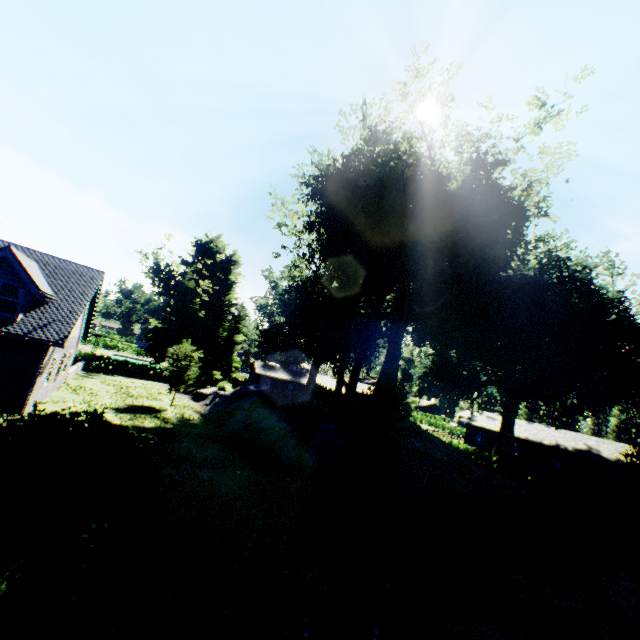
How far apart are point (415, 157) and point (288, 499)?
20.06m

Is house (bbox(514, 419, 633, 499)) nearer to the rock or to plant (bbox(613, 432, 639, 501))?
plant (bbox(613, 432, 639, 501))

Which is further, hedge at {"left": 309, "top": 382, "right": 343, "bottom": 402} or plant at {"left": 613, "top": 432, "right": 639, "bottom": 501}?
hedge at {"left": 309, "top": 382, "right": 343, "bottom": 402}

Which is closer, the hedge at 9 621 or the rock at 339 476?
the hedge at 9 621

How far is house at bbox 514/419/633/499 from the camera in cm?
3503

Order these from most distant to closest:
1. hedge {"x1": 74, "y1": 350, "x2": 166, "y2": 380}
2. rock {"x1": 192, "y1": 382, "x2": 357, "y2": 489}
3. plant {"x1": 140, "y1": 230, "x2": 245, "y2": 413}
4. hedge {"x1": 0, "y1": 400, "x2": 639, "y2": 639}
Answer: hedge {"x1": 74, "y1": 350, "x2": 166, "y2": 380}, plant {"x1": 140, "y1": 230, "x2": 245, "y2": 413}, rock {"x1": 192, "y1": 382, "x2": 357, "y2": 489}, hedge {"x1": 0, "y1": 400, "x2": 639, "y2": 639}

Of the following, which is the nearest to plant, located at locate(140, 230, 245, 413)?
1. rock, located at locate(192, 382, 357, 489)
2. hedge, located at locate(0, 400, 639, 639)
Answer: rock, located at locate(192, 382, 357, 489)

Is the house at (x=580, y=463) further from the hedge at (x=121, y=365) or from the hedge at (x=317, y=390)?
the hedge at (x=121, y=365)
